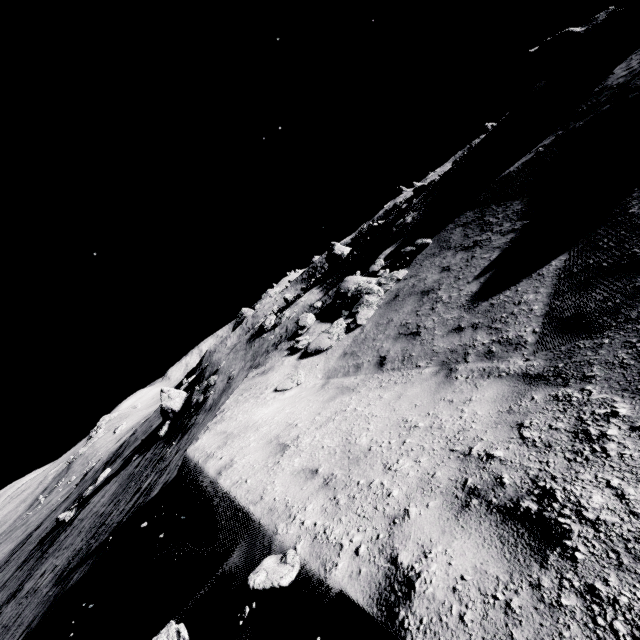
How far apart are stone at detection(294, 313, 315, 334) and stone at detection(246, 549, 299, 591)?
10.17m

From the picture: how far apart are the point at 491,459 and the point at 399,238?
23.5m

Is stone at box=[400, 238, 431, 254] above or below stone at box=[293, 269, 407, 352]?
above

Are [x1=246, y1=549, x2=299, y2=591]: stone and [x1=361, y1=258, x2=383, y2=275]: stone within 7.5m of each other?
no

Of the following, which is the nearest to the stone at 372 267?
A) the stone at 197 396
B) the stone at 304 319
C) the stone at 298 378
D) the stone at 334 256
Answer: the stone at 304 319

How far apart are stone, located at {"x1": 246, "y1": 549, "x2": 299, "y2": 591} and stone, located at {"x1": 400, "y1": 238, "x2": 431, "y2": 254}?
12.27m

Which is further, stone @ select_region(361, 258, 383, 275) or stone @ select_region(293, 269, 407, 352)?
stone @ select_region(361, 258, 383, 275)

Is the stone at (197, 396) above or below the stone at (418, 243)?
below
